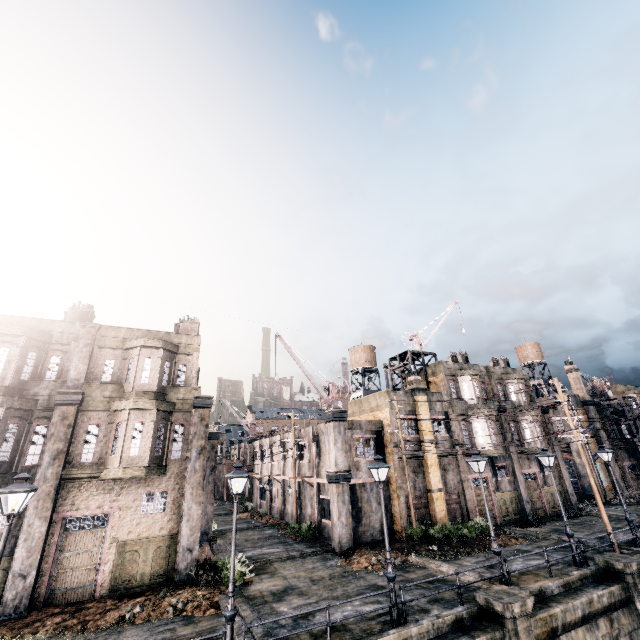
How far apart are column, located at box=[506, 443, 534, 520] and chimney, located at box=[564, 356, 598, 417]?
19.39m

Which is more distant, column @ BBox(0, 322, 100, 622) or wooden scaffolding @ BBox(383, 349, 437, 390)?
wooden scaffolding @ BBox(383, 349, 437, 390)

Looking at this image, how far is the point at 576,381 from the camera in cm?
4372

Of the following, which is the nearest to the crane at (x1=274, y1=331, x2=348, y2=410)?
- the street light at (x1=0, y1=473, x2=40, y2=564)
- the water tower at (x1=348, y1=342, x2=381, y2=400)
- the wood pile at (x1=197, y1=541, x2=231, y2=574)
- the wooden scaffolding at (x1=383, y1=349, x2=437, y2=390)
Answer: the wooden scaffolding at (x1=383, y1=349, x2=437, y2=390)

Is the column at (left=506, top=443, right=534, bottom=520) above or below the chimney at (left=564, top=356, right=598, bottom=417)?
below

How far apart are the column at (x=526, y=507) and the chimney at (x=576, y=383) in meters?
19.4 m

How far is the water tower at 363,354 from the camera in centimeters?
4984cm

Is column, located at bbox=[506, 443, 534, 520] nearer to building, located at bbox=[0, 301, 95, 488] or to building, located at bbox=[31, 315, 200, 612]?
building, located at bbox=[31, 315, 200, 612]
